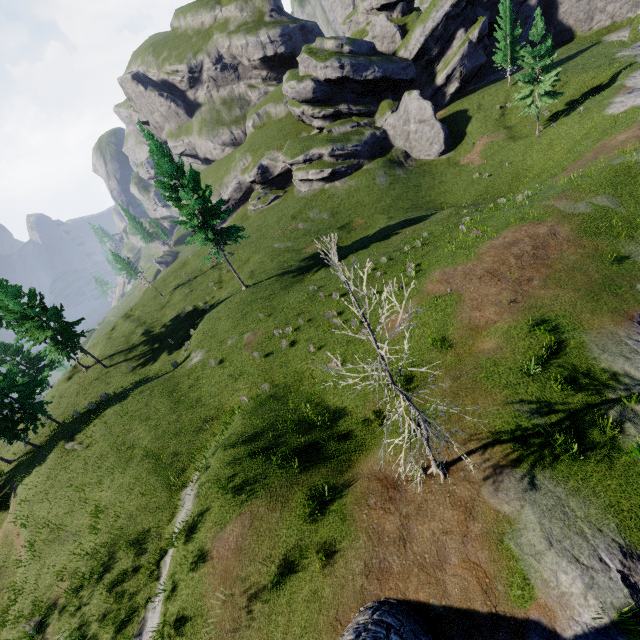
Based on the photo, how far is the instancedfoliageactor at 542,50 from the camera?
30.48m

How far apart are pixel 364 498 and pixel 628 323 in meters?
11.8 m

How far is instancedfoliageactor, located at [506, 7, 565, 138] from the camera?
30.48m

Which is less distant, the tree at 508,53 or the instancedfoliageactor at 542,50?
the instancedfoliageactor at 542,50

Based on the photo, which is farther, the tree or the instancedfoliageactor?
the tree
